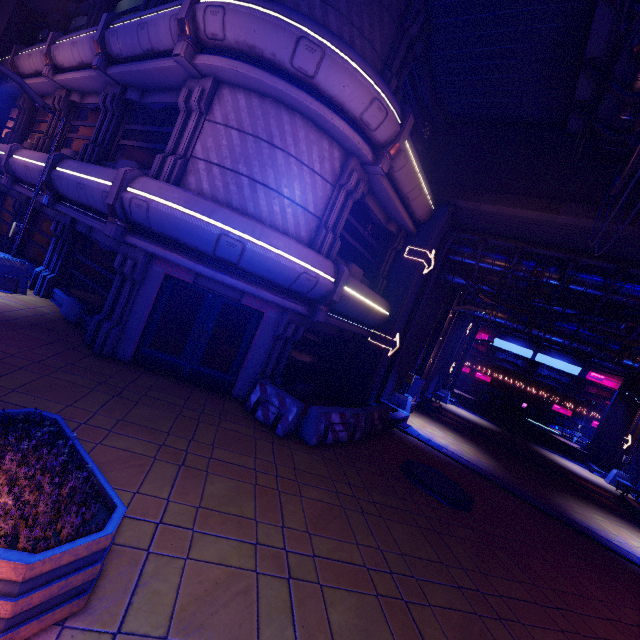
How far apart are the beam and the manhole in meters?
9.2 m

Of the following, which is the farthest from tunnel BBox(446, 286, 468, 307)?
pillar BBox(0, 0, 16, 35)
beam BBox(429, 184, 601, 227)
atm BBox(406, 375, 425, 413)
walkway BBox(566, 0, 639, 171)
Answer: pillar BBox(0, 0, 16, 35)

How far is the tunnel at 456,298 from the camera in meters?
20.5 m

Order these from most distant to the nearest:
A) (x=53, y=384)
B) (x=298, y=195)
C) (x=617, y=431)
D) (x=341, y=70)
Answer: (x=617, y=431), (x=298, y=195), (x=341, y=70), (x=53, y=384)

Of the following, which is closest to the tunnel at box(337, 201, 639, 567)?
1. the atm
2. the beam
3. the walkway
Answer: the beam

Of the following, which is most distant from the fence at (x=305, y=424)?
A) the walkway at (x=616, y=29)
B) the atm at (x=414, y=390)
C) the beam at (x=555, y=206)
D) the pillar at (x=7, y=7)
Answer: the pillar at (x=7, y=7)

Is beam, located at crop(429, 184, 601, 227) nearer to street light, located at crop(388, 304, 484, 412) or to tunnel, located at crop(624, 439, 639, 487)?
street light, located at crop(388, 304, 484, 412)

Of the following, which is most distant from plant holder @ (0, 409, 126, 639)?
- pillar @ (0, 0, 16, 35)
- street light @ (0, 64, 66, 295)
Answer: pillar @ (0, 0, 16, 35)
